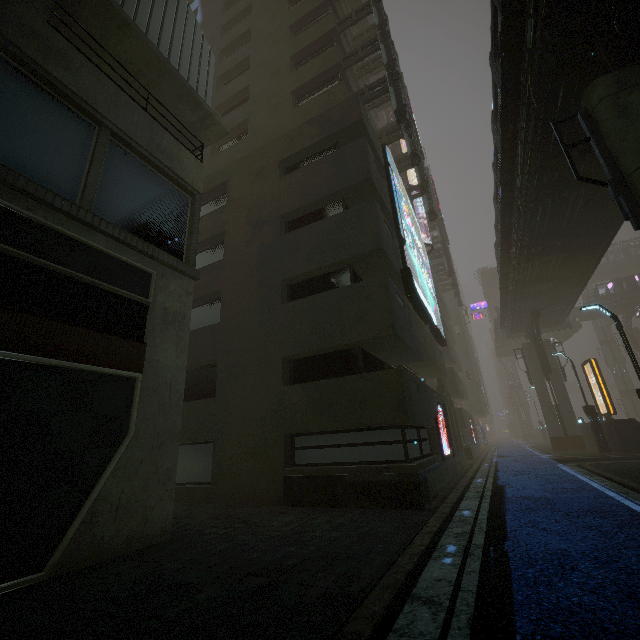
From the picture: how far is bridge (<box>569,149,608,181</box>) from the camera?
12.0 meters

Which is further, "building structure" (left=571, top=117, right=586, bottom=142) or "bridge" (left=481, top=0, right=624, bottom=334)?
"building structure" (left=571, top=117, right=586, bottom=142)

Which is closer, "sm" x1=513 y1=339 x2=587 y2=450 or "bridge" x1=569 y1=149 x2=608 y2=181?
"bridge" x1=569 y1=149 x2=608 y2=181

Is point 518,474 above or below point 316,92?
below

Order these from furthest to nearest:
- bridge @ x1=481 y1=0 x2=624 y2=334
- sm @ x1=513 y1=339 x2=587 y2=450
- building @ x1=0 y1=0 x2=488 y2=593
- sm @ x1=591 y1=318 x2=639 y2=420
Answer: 1. sm @ x1=591 y1=318 x2=639 y2=420
2. sm @ x1=513 y1=339 x2=587 y2=450
3. bridge @ x1=481 y1=0 x2=624 y2=334
4. building @ x1=0 y1=0 x2=488 y2=593

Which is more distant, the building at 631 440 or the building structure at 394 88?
the building at 631 440

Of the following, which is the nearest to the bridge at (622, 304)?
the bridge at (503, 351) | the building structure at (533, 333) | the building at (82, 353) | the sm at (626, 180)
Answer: the building at (82, 353)
